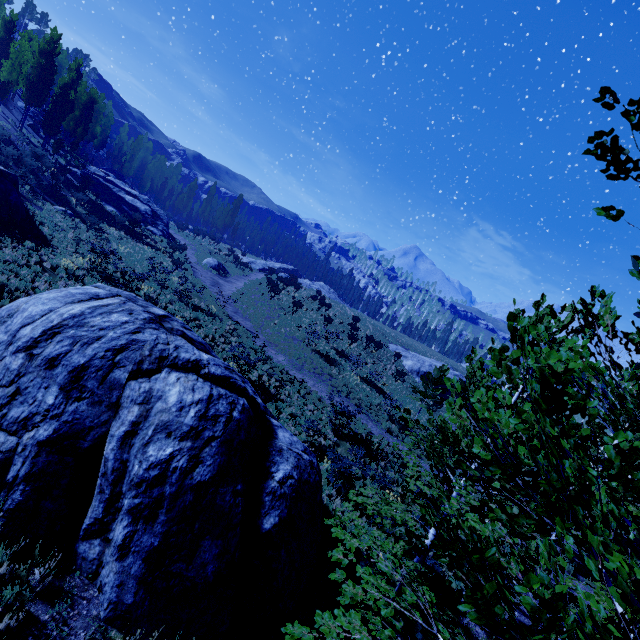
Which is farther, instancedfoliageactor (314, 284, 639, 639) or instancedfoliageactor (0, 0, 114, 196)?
instancedfoliageactor (0, 0, 114, 196)

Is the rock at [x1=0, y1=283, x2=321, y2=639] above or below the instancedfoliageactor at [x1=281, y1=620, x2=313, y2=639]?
below

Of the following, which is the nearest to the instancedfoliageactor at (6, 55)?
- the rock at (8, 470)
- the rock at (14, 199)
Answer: the rock at (8, 470)

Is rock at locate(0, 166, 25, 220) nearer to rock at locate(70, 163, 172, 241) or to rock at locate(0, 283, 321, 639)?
rock at locate(0, 283, 321, 639)

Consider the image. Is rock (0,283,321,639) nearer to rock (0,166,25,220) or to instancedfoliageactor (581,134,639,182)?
instancedfoliageactor (581,134,639,182)

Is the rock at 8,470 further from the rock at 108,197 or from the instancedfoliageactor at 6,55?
the rock at 108,197

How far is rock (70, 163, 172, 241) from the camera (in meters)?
37.16

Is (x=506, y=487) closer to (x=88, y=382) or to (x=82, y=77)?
(x=88, y=382)
